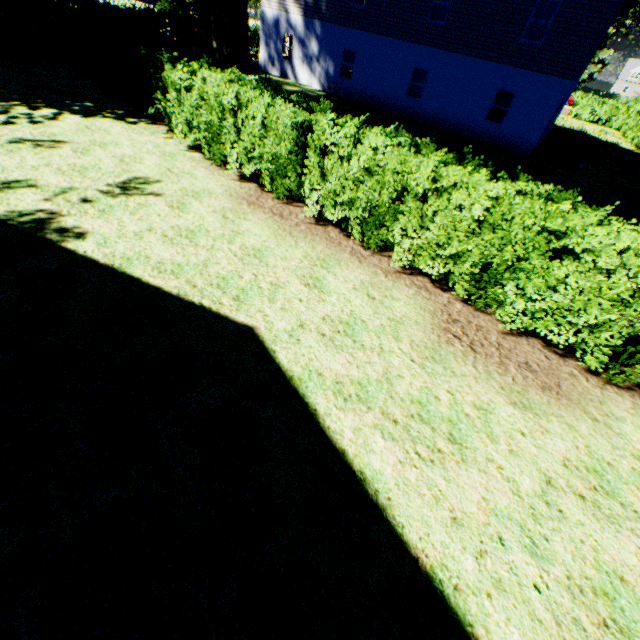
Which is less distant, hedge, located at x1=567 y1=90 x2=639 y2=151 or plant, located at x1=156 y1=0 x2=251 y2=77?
plant, located at x1=156 y1=0 x2=251 y2=77

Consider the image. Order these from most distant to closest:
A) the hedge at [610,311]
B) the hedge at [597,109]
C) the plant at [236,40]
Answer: the hedge at [597,109] → the plant at [236,40] → the hedge at [610,311]

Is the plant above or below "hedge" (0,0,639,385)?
above

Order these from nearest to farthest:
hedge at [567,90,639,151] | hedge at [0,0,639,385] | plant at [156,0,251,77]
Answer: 1. hedge at [0,0,639,385]
2. plant at [156,0,251,77]
3. hedge at [567,90,639,151]

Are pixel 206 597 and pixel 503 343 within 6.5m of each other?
yes

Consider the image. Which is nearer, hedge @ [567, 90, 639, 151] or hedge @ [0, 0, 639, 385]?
hedge @ [0, 0, 639, 385]

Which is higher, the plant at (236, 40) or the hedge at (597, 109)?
the plant at (236, 40)
